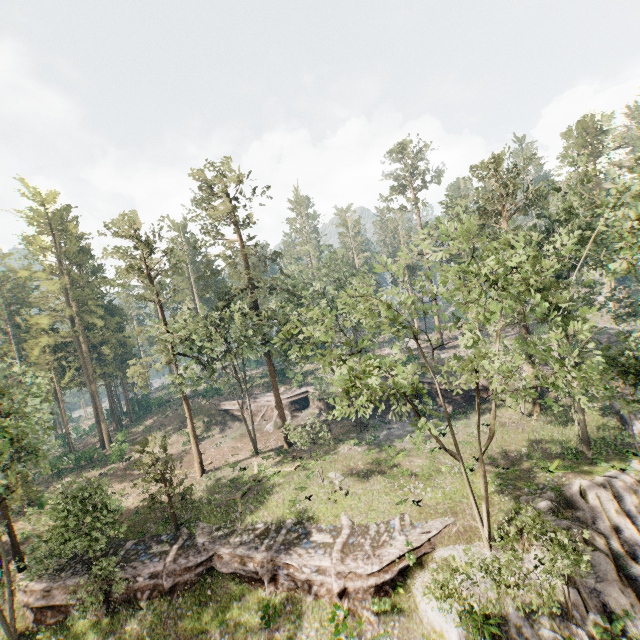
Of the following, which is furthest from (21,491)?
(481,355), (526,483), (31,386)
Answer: (526,483)

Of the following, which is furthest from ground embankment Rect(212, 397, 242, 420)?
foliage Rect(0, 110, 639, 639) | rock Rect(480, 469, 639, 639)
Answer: rock Rect(480, 469, 639, 639)

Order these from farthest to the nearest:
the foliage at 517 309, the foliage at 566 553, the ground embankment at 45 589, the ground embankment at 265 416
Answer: the ground embankment at 265 416, the ground embankment at 45 589, the foliage at 517 309, the foliage at 566 553

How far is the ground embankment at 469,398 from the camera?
36.9 meters

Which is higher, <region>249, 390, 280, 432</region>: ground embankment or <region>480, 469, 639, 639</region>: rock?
<region>249, 390, 280, 432</region>: ground embankment

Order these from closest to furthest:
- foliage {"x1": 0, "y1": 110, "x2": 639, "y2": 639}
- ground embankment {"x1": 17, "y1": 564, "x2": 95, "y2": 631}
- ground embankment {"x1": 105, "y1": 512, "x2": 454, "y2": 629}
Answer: foliage {"x1": 0, "y1": 110, "x2": 639, "y2": 639} < ground embankment {"x1": 105, "y1": 512, "x2": 454, "y2": 629} < ground embankment {"x1": 17, "y1": 564, "x2": 95, "y2": 631}

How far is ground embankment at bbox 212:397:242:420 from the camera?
48.7m
